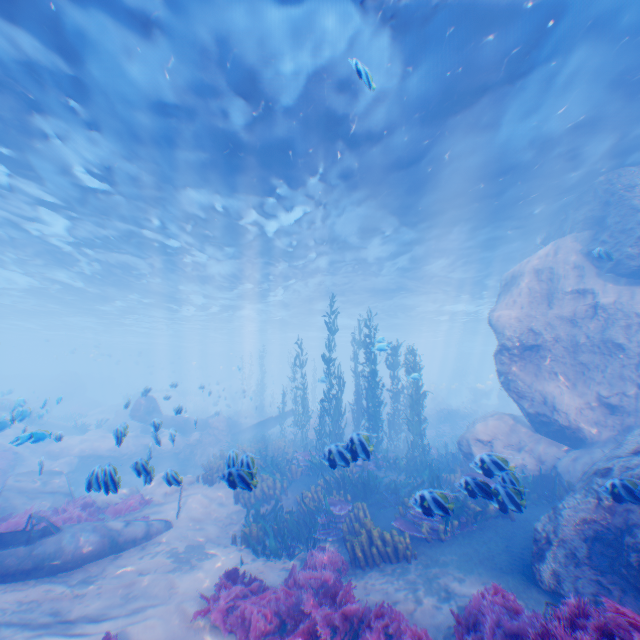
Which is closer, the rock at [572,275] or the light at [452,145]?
the rock at [572,275]

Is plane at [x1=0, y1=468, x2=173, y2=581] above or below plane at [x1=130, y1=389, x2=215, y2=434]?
below

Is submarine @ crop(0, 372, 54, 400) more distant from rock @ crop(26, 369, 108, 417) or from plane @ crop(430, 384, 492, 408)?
plane @ crop(430, 384, 492, 408)

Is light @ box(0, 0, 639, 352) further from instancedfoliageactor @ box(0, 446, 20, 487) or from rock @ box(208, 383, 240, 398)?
instancedfoliageactor @ box(0, 446, 20, 487)

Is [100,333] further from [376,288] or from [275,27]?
[275,27]

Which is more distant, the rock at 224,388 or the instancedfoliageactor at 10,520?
the rock at 224,388

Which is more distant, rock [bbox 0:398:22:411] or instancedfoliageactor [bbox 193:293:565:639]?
rock [bbox 0:398:22:411]

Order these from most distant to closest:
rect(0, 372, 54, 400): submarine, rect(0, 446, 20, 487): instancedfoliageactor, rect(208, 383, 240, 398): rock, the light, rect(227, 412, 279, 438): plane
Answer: rect(0, 372, 54, 400): submarine < rect(208, 383, 240, 398): rock < rect(227, 412, 279, 438): plane < rect(0, 446, 20, 487): instancedfoliageactor < the light
